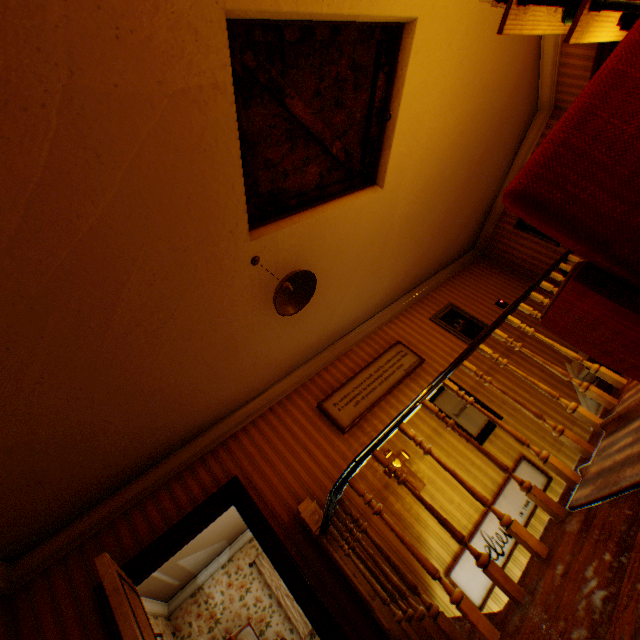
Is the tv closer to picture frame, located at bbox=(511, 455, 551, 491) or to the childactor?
the childactor

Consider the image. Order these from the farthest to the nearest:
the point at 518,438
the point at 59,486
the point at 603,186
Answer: the point at 59,486
the point at 518,438
the point at 603,186

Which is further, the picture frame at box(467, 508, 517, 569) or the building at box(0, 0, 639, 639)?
the picture frame at box(467, 508, 517, 569)

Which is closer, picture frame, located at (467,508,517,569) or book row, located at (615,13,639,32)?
book row, located at (615,13,639,32)

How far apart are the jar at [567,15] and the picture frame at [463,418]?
4.3m

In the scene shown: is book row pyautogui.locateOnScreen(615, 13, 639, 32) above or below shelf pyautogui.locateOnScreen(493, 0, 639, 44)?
below

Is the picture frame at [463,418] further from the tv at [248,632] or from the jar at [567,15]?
the tv at [248,632]

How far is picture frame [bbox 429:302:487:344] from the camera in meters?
6.1
